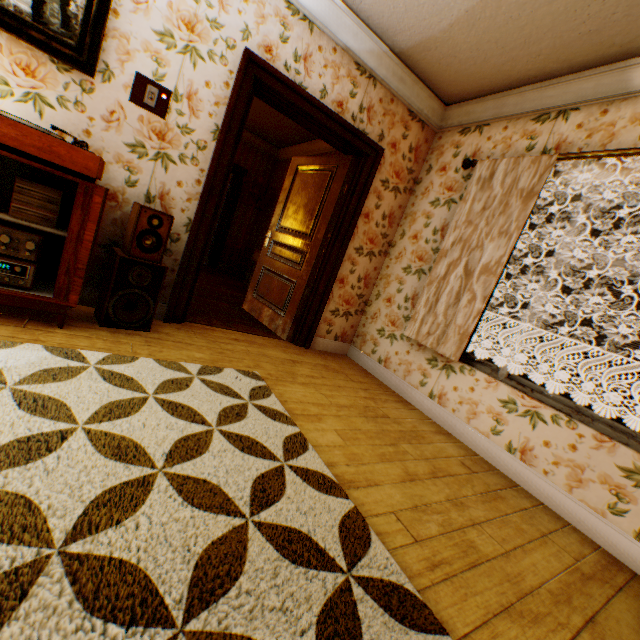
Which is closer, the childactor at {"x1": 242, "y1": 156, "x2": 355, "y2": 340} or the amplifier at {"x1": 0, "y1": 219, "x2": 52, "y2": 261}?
the amplifier at {"x1": 0, "y1": 219, "x2": 52, "y2": 261}

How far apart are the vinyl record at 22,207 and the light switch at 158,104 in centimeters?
101cm

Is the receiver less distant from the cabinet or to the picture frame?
the cabinet

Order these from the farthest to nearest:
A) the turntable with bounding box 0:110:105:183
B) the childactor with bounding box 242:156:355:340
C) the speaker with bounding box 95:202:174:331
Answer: the childactor with bounding box 242:156:355:340 → the speaker with bounding box 95:202:174:331 → the turntable with bounding box 0:110:105:183

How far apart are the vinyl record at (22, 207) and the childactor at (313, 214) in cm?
238

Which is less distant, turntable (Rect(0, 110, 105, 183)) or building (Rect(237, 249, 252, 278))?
turntable (Rect(0, 110, 105, 183))

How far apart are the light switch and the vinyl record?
1.0m

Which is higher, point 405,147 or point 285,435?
point 405,147
